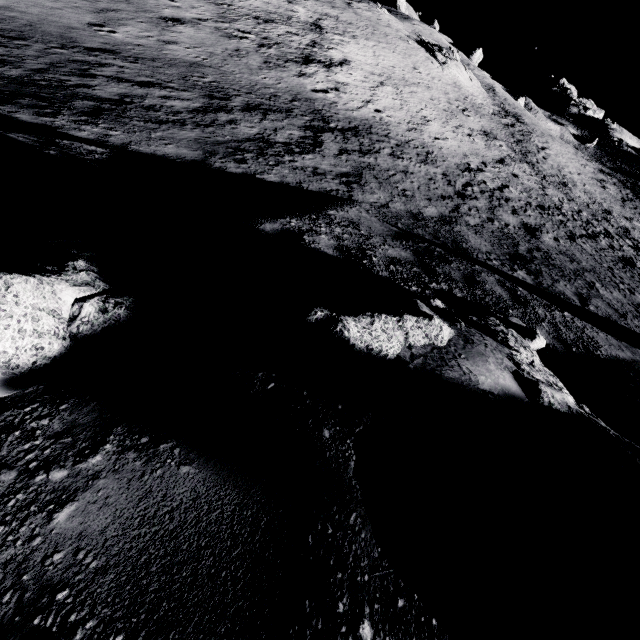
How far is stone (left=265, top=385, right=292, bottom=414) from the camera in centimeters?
163cm

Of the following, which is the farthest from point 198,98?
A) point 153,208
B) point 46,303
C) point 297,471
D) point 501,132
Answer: point 501,132

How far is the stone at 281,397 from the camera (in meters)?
1.63

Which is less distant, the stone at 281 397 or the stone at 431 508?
the stone at 431 508

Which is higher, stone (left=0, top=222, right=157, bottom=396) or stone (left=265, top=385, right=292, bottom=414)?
stone (left=0, top=222, right=157, bottom=396)

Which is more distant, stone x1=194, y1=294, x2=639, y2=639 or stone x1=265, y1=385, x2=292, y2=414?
stone x1=265, y1=385, x2=292, y2=414
